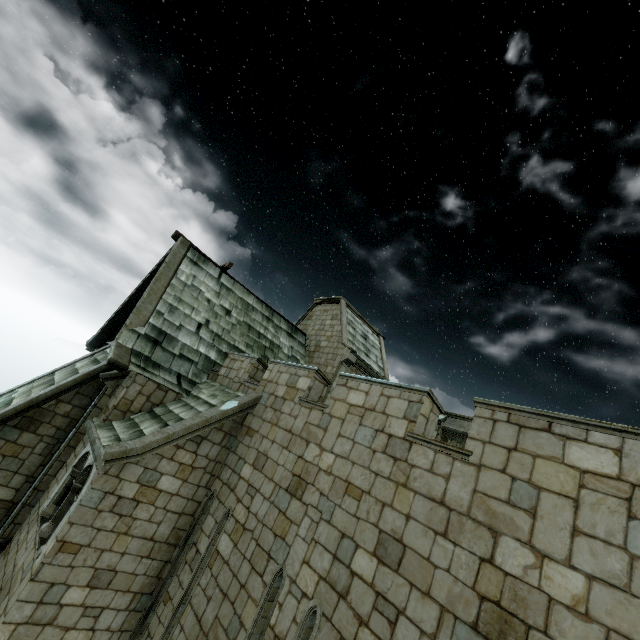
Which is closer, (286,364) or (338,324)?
(286,364)
